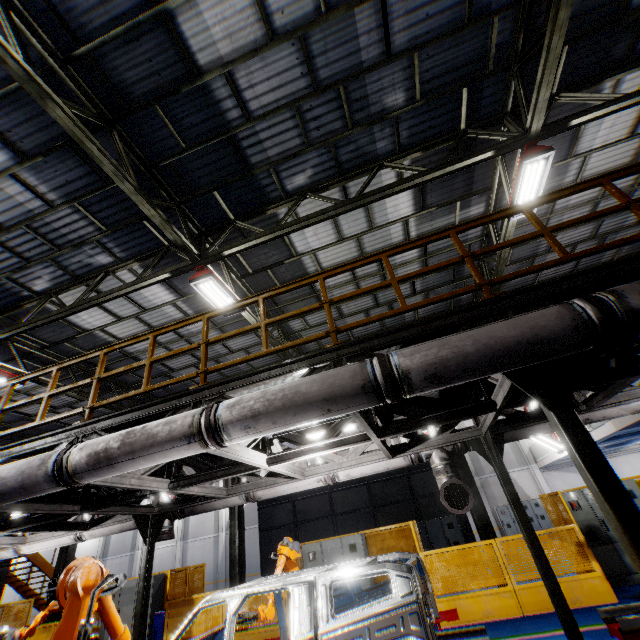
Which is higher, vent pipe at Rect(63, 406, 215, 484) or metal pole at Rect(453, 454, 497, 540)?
vent pipe at Rect(63, 406, 215, 484)

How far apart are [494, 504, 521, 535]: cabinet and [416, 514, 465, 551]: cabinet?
9.69m

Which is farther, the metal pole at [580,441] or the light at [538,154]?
the light at [538,154]

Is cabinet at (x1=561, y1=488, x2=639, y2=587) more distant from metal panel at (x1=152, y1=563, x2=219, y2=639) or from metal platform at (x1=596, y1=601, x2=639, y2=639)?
metal platform at (x1=596, y1=601, x2=639, y2=639)

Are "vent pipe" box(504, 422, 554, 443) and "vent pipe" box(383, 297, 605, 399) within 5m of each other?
yes

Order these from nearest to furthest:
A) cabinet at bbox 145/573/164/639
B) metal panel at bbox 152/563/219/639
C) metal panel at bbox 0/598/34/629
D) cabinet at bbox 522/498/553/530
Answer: metal panel at bbox 152/563/219/639 < cabinet at bbox 145/573/164/639 < metal panel at bbox 0/598/34/629 < cabinet at bbox 522/498/553/530

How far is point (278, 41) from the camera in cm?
538

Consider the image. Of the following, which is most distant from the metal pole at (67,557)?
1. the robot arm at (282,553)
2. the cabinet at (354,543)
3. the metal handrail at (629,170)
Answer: the robot arm at (282,553)
